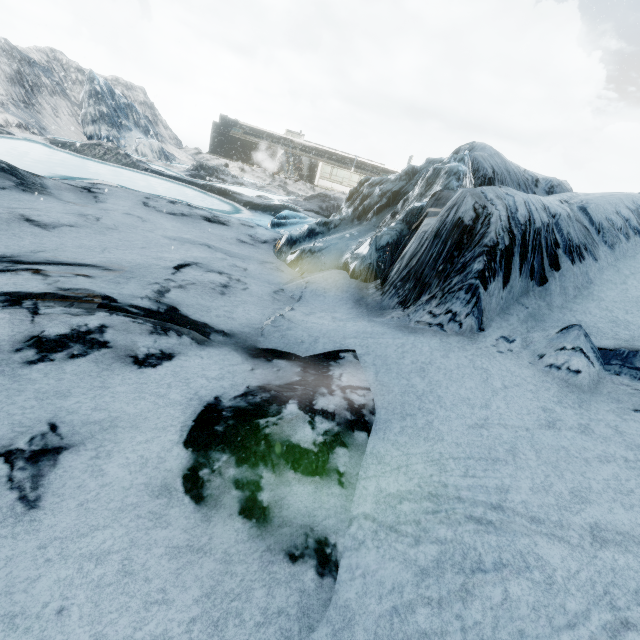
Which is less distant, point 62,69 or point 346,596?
point 346,596
